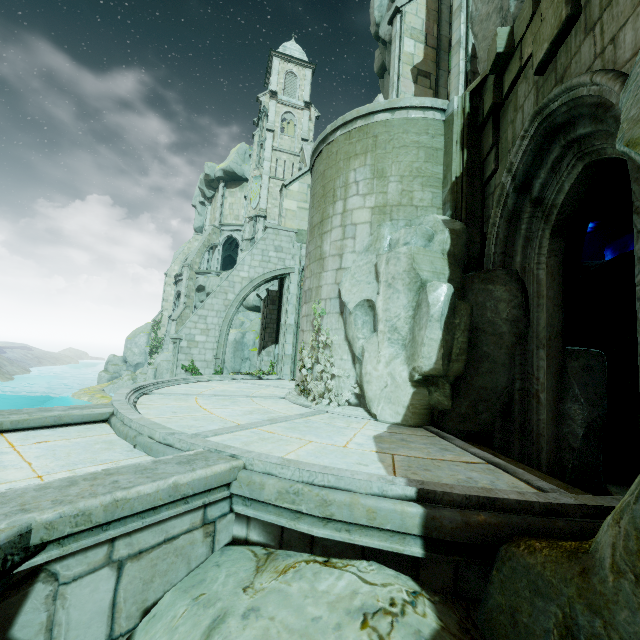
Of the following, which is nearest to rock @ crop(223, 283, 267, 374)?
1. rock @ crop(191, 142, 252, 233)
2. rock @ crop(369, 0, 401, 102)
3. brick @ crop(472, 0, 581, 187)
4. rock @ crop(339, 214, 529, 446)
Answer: rock @ crop(191, 142, 252, 233)

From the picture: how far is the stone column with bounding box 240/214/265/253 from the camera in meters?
35.4 m

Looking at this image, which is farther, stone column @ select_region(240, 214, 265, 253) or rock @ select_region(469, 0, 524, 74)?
stone column @ select_region(240, 214, 265, 253)

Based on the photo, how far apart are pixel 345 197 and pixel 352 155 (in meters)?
1.15

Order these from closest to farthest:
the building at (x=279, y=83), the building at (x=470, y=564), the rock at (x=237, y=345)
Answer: the building at (x=470, y=564)
the rock at (x=237, y=345)
the building at (x=279, y=83)

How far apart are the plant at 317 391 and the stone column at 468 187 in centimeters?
321cm

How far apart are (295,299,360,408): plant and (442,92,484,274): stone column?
3.21m

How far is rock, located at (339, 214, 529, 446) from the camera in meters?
6.3 m
